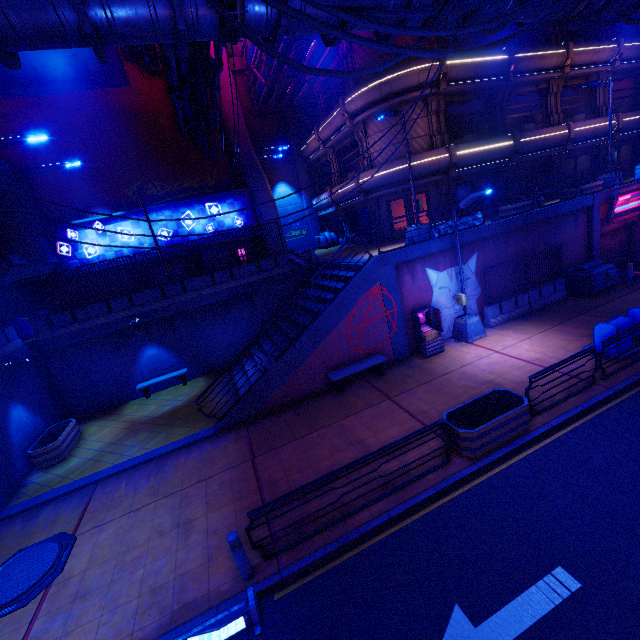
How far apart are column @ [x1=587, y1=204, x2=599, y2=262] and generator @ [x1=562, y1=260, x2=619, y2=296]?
0.3m

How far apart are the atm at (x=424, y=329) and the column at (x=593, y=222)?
10.6m

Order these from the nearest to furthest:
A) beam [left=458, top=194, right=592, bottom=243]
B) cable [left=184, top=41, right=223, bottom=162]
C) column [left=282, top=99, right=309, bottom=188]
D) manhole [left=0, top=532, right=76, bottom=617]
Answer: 1. manhole [left=0, top=532, right=76, bottom=617]
2. cable [left=184, top=41, right=223, bottom=162]
3. beam [left=458, top=194, right=592, bottom=243]
4. column [left=282, top=99, right=309, bottom=188]

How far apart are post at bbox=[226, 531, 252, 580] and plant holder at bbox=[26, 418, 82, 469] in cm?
1000

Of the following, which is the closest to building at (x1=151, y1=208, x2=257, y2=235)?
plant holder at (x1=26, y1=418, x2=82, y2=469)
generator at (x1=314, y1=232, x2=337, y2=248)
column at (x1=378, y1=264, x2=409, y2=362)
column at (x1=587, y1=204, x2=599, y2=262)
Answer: generator at (x1=314, y1=232, x2=337, y2=248)

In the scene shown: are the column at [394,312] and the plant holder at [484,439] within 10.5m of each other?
yes

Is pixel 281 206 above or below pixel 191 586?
above

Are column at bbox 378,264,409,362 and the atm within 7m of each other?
yes
